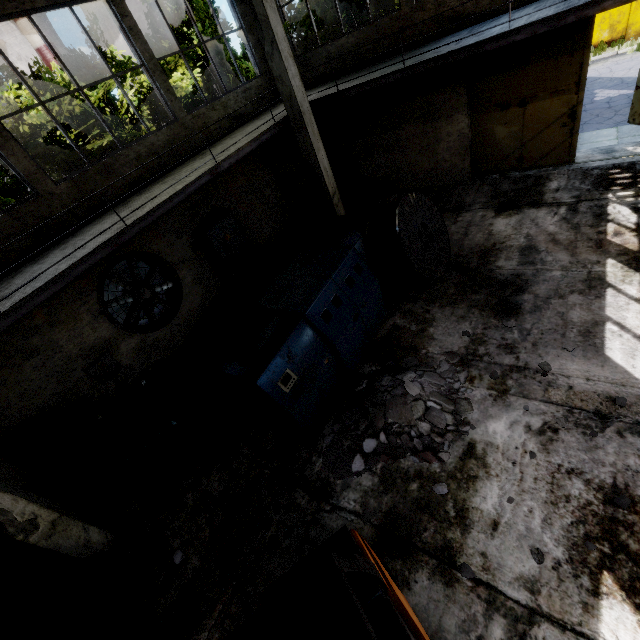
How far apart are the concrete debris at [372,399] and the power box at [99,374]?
5.72m

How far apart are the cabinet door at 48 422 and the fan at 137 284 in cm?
233

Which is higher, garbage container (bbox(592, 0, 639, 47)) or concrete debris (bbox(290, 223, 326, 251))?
garbage container (bbox(592, 0, 639, 47))

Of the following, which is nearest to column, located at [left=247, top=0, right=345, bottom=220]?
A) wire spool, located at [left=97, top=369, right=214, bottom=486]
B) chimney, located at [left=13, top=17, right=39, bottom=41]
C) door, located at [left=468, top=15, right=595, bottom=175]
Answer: door, located at [left=468, top=15, right=595, bottom=175]

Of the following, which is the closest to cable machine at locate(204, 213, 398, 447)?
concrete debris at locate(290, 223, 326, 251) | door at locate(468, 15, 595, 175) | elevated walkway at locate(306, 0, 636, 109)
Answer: concrete debris at locate(290, 223, 326, 251)

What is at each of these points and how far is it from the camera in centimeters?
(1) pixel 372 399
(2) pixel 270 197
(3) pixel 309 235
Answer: (1) concrete debris, 582cm
(2) power box, 1190cm
(3) concrete debris, 1217cm

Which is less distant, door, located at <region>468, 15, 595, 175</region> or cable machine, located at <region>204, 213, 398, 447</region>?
cable machine, located at <region>204, 213, 398, 447</region>

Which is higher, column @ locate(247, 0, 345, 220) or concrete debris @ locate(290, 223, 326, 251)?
column @ locate(247, 0, 345, 220)
